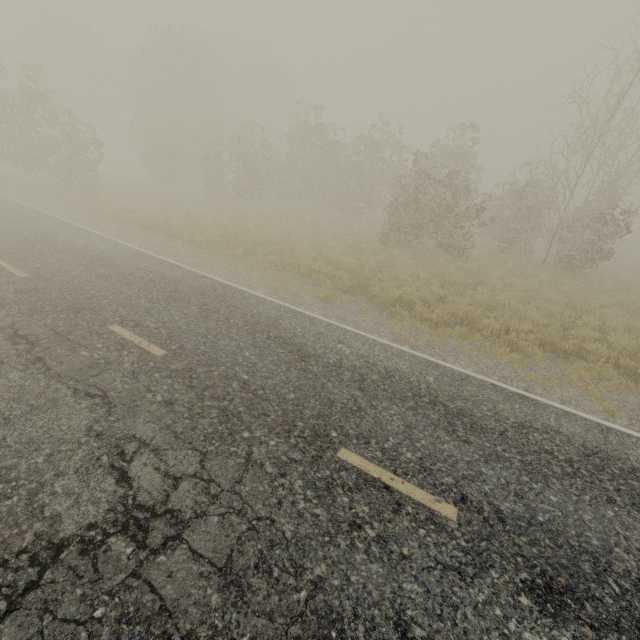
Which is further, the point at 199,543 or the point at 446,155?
the point at 446,155
